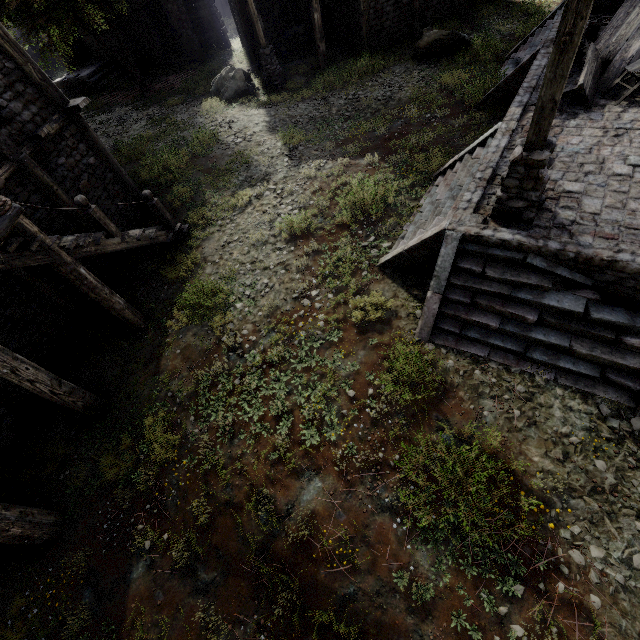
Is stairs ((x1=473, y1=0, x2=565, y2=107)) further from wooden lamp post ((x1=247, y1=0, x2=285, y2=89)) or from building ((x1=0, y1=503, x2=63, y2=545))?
wooden lamp post ((x1=247, y1=0, x2=285, y2=89))

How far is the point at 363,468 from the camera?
5.65m

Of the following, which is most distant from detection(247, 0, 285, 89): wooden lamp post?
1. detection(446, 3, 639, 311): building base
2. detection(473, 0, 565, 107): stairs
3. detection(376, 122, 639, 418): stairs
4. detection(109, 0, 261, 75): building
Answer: detection(376, 122, 639, 418): stairs

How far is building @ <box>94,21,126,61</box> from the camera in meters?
21.1

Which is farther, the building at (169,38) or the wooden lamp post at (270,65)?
the building at (169,38)

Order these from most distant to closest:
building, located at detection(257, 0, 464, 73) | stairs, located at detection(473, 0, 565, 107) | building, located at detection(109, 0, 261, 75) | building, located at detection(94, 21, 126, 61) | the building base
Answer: building, located at detection(94, 21, 126, 61) → building, located at detection(109, 0, 261, 75) → building, located at detection(257, 0, 464, 73) → stairs, located at detection(473, 0, 565, 107) → the building base

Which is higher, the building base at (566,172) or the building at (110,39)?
the building at (110,39)

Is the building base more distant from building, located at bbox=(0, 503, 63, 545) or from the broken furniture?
building, located at bbox=(0, 503, 63, 545)
